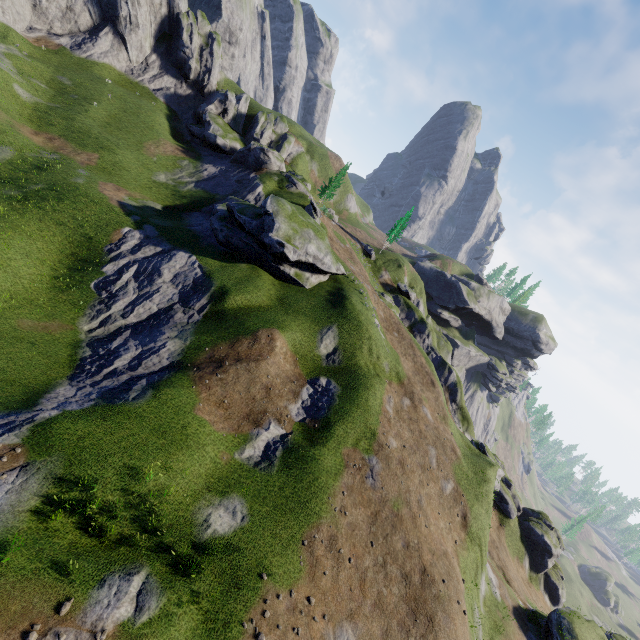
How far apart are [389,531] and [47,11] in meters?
83.3
